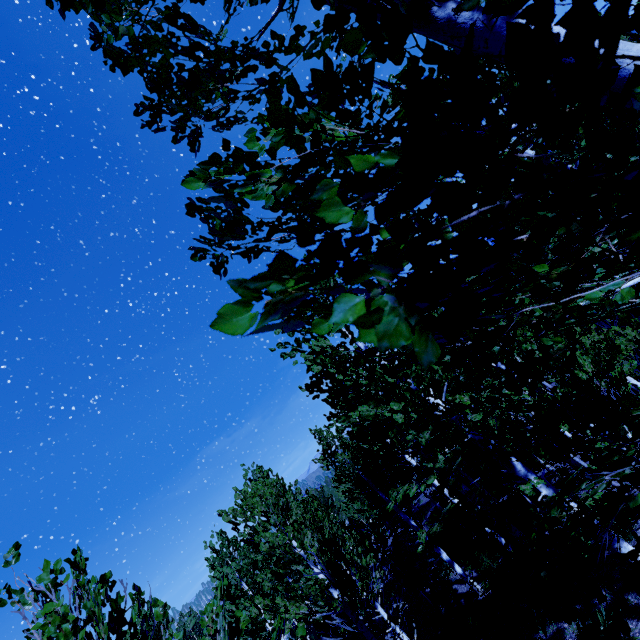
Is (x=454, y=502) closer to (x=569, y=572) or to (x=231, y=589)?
(x=569, y=572)
